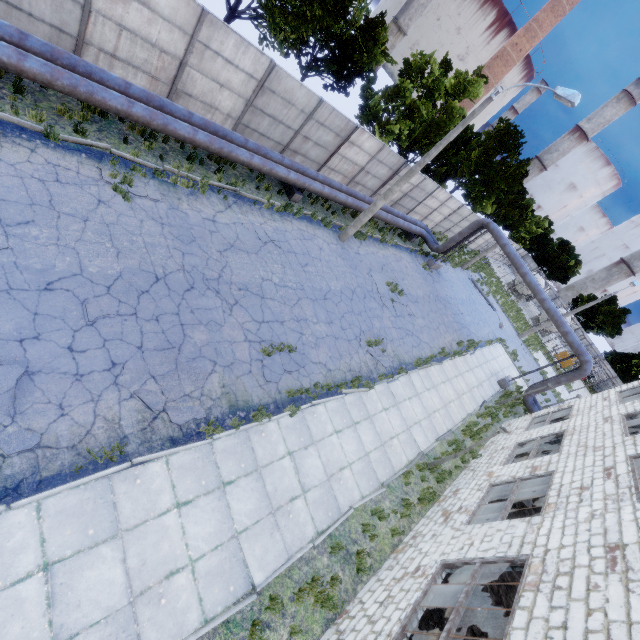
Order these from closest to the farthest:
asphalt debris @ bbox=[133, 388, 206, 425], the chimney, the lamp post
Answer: asphalt debris @ bbox=[133, 388, 206, 425] → the lamp post → the chimney

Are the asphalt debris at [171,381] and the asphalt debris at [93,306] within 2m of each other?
yes

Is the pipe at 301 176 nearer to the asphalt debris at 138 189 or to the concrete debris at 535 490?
the asphalt debris at 138 189

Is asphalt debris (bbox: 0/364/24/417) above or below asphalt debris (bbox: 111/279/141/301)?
above

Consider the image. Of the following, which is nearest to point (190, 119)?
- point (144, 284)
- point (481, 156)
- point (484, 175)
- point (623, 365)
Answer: point (144, 284)

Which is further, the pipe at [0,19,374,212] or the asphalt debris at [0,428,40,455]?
the pipe at [0,19,374,212]

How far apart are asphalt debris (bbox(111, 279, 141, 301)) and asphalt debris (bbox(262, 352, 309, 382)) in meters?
3.5 m

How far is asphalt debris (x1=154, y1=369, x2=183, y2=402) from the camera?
7.2m
